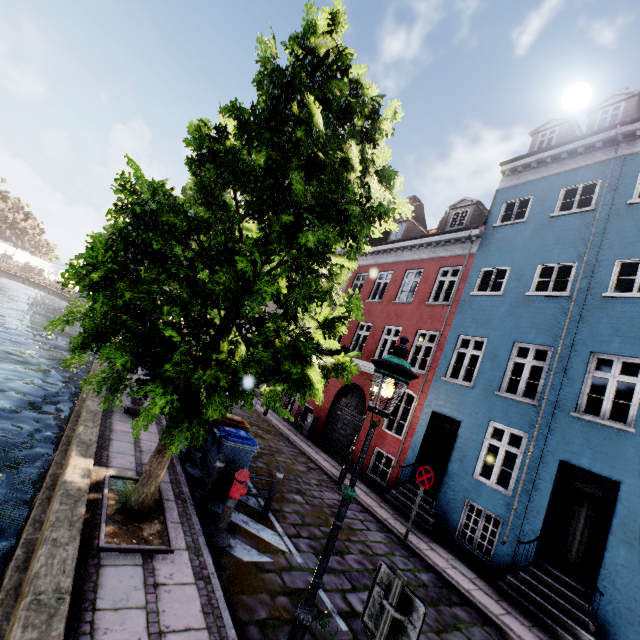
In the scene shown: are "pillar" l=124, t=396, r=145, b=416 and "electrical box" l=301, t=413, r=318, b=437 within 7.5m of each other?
no

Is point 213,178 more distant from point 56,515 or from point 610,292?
point 610,292

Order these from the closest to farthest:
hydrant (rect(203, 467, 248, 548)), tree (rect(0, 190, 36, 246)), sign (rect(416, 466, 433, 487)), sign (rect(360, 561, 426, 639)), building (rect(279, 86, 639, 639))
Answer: sign (rect(360, 561, 426, 639)), hydrant (rect(203, 467, 248, 548)), building (rect(279, 86, 639, 639)), sign (rect(416, 466, 433, 487)), tree (rect(0, 190, 36, 246))

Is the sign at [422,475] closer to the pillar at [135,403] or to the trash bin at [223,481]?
the trash bin at [223,481]

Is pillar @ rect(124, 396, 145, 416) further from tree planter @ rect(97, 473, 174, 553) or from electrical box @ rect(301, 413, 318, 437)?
electrical box @ rect(301, 413, 318, 437)

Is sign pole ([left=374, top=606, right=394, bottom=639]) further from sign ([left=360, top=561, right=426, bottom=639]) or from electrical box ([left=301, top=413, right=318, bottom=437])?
electrical box ([left=301, top=413, right=318, bottom=437])

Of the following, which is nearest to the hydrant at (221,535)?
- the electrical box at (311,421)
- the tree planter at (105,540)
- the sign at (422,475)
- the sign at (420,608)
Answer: the tree planter at (105,540)

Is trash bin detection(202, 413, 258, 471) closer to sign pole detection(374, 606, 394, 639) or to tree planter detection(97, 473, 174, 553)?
tree planter detection(97, 473, 174, 553)
